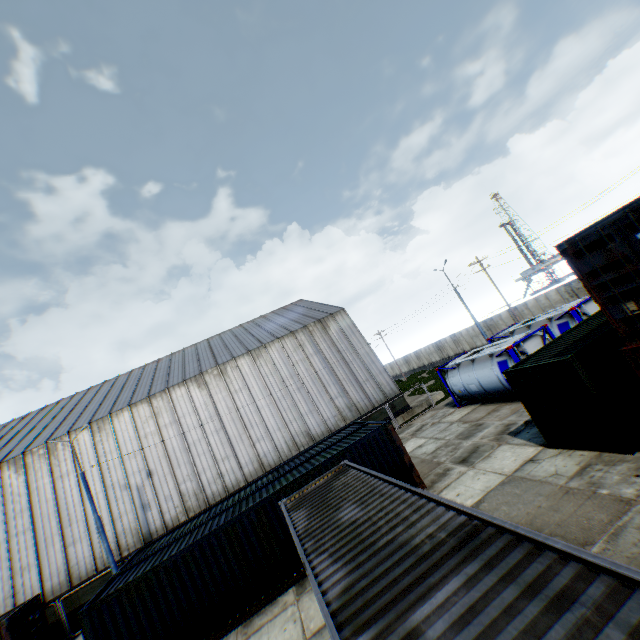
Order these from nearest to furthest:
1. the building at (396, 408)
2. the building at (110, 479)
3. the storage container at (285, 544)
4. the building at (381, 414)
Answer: the storage container at (285, 544) → the building at (110, 479) → the building at (381, 414) → the building at (396, 408)

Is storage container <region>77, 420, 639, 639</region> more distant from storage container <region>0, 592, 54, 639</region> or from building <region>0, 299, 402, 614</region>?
storage container <region>0, 592, 54, 639</region>

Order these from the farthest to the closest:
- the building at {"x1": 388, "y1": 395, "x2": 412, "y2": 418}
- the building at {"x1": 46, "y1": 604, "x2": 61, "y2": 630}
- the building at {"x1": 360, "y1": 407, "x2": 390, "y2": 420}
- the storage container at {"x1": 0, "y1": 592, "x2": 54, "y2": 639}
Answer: the building at {"x1": 388, "y1": 395, "x2": 412, "y2": 418}, the building at {"x1": 360, "y1": 407, "x2": 390, "y2": 420}, the building at {"x1": 46, "y1": 604, "x2": 61, "y2": 630}, the storage container at {"x1": 0, "y1": 592, "x2": 54, "y2": 639}

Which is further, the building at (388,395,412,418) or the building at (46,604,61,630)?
the building at (388,395,412,418)

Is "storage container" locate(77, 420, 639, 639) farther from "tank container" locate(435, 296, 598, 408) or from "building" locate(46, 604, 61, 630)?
"building" locate(46, 604, 61, 630)

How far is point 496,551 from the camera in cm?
385

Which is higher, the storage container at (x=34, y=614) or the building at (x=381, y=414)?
the storage container at (x=34, y=614)

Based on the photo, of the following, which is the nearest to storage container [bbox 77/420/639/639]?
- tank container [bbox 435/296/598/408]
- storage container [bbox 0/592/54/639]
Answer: tank container [bbox 435/296/598/408]
